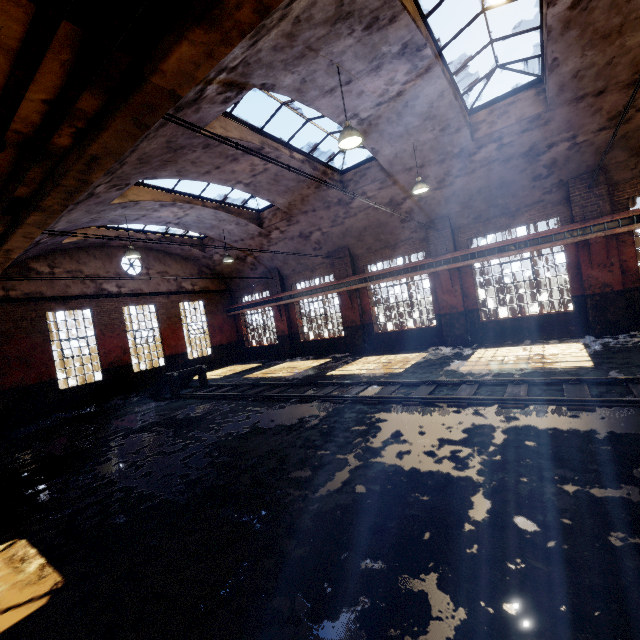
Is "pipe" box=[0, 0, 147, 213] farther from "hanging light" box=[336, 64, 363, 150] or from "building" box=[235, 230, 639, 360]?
"hanging light" box=[336, 64, 363, 150]

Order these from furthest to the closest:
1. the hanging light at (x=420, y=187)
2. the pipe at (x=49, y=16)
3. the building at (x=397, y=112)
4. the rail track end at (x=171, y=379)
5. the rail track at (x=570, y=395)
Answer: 1. the rail track end at (x=171, y=379)
2. the hanging light at (x=420, y=187)
3. the building at (x=397, y=112)
4. the rail track at (x=570, y=395)
5. the pipe at (x=49, y=16)

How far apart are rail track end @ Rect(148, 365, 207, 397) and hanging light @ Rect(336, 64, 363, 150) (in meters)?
10.63

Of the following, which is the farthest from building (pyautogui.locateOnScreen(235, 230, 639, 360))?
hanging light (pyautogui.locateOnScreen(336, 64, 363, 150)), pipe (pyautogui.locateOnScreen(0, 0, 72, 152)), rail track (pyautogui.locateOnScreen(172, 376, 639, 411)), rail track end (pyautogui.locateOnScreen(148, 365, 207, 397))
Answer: rail track end (pyautogui.locateOnScreen(148, 365, 207, 397))

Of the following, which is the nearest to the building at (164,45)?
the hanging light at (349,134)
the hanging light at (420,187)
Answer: the hanging light at (349,134)

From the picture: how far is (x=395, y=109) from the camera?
9.05m

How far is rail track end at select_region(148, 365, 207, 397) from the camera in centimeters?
1315cm

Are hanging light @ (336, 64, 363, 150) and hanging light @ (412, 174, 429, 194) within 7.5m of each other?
yes
